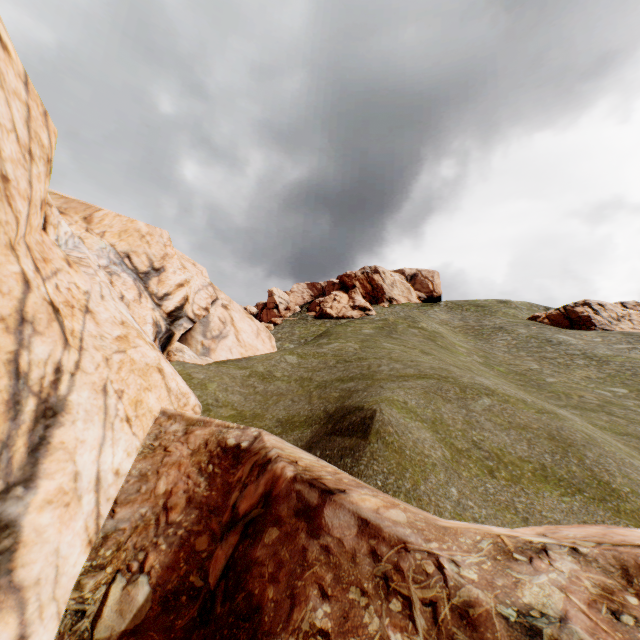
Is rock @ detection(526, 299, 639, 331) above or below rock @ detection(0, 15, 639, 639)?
above

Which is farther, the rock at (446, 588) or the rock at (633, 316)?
the rock at (633, 316)

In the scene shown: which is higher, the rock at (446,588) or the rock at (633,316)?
the rock at (633,316)

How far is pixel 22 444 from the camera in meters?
4.8 m

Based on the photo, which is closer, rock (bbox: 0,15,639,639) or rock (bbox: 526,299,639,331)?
rock (bbox: 0,15,639,639)
